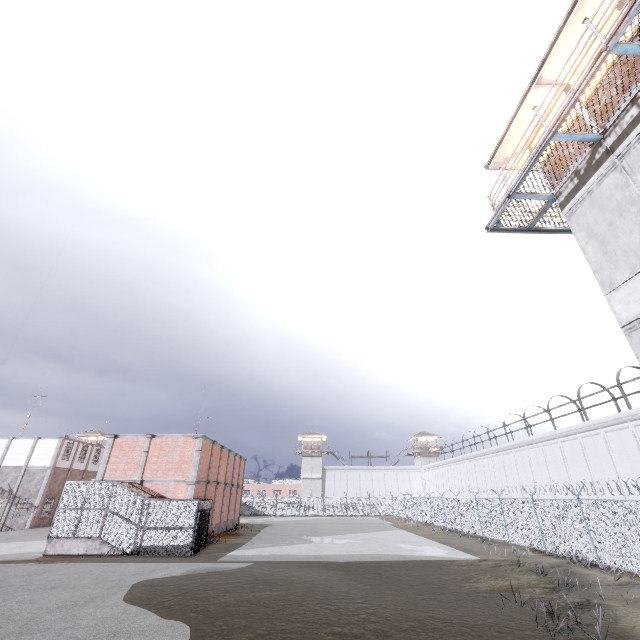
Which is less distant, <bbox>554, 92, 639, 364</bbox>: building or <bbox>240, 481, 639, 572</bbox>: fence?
<bbox>554, 92, 639, 364</bbox>: building

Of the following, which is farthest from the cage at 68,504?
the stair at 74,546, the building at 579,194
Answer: the building at 579,194

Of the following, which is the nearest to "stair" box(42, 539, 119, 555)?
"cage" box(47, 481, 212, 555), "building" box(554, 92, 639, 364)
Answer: "cage" box(47, 481, 212, 555)

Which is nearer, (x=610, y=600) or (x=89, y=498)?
(x=610, y=600)

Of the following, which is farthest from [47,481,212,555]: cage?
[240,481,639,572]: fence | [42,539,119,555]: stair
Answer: [240,481,639,572]: fence

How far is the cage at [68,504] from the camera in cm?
1886

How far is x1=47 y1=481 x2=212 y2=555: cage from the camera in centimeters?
1886cm

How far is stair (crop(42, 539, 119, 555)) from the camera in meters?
18.5 m
